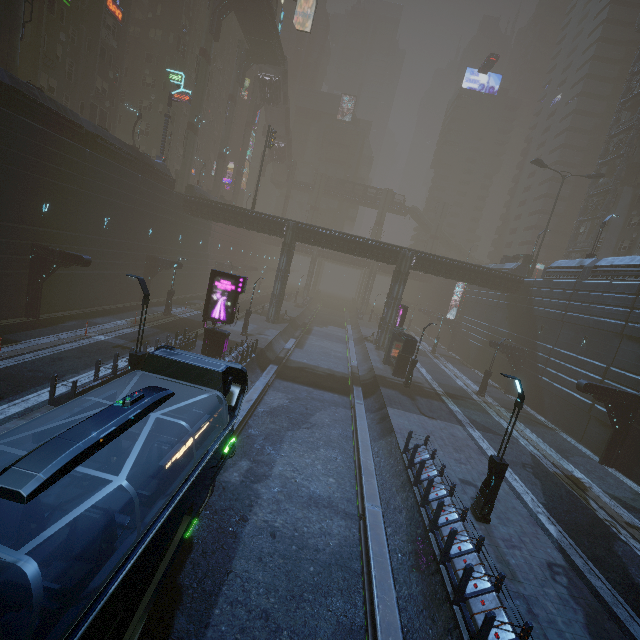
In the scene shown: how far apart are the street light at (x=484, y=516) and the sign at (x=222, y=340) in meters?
14.8 m

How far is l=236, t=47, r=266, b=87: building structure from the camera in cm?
5041

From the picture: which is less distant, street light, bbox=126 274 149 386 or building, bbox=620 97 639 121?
street light, bbox=126 274 149 386

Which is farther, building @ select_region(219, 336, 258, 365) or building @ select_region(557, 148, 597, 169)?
building @ select_region(557, 148, 597, 169)

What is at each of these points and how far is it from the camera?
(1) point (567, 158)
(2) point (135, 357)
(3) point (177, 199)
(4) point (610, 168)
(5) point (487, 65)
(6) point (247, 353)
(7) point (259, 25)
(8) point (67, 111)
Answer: (1) building, 59.6m
(2) street light, 13.3m
(3) building, 35.3m
(4) building, 44.2m
(5) car, 52.0m
(6) building, 22.6m
(7) bridge, 44.7m
(8) building, 21.4m

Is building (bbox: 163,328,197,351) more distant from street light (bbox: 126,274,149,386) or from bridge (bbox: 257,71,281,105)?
bridge (bbox: 257,71,281,105)

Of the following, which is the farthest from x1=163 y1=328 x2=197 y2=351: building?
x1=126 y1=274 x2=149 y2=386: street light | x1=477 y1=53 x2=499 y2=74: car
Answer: x1=477 y1=53 x2=499 y2=74: car

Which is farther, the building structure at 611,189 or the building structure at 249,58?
the building structure at 249,58
